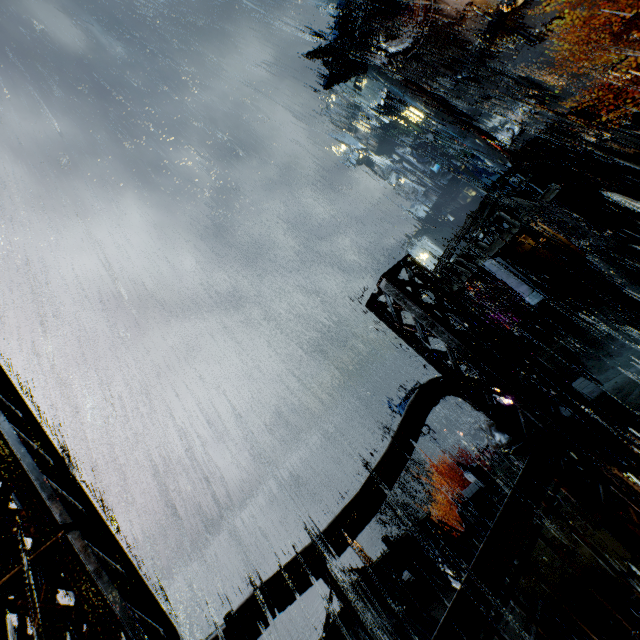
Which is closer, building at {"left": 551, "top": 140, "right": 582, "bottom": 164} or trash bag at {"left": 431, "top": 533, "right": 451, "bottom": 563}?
trash bag at {"left": 431, "top": 533, "right": 451, "bottom": 563}

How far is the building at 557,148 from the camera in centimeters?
2009cm

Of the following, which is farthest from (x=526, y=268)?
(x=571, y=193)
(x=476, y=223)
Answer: (x=476, y=223)

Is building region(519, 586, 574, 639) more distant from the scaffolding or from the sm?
the scaffolding

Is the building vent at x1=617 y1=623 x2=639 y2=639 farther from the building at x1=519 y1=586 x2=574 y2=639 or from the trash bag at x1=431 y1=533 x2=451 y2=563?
the trash bag at x1=431 y1=533 x2=451 y2=563

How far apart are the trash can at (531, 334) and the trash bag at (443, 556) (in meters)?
12.11

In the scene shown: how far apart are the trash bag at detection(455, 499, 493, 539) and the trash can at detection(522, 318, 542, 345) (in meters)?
10.43

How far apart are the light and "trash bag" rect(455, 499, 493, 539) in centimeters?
1022cm
